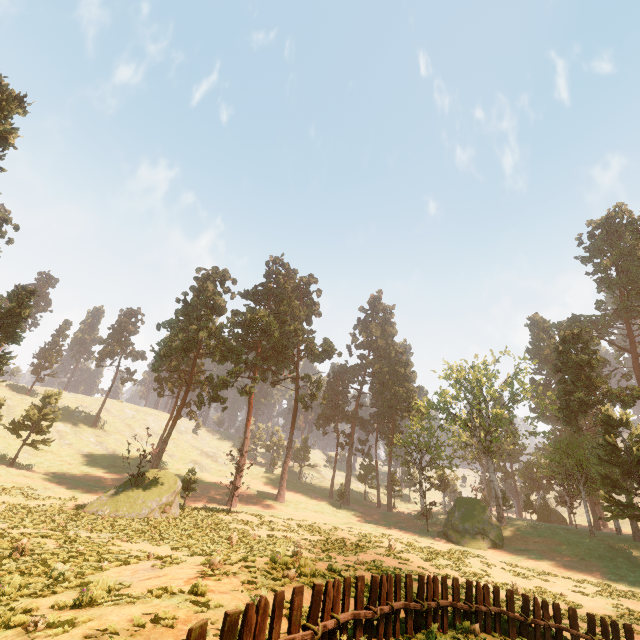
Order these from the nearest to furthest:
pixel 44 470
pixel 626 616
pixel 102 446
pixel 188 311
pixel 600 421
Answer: pixel 626 616 < pixel 600 421 < pixel 44 470 < pixel 188 311 < pixel 102 446

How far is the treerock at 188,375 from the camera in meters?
26.3

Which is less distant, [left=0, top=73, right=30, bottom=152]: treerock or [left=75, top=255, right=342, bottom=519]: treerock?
[left=75, top=255, right=342, bottom=519]: treerock

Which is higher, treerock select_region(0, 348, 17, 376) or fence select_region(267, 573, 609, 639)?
treerock select_region(0, 348, 17, 376)

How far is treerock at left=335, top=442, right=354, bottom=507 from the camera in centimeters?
5173cm

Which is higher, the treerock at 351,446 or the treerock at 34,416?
the treerock at 351,446

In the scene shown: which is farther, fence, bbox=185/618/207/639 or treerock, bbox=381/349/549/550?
treerock, bbox=381/349/549/550
